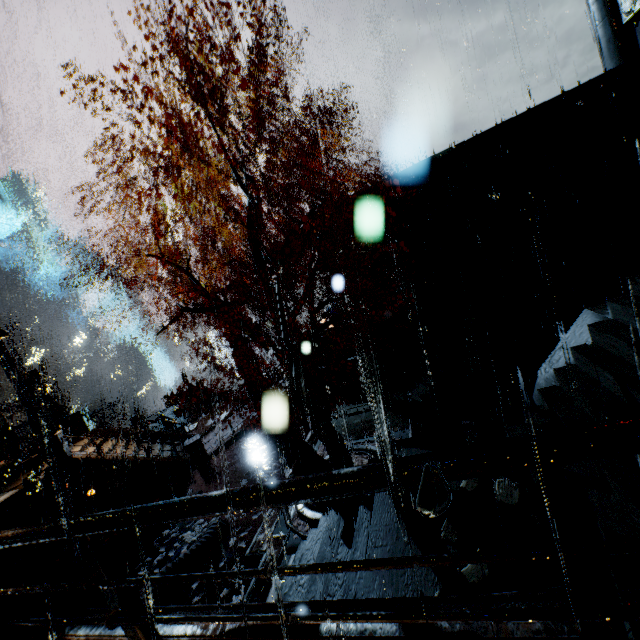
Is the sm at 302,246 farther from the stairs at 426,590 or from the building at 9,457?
the stairs at 426,590

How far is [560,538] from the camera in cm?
163

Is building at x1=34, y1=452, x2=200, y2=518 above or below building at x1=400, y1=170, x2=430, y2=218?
below

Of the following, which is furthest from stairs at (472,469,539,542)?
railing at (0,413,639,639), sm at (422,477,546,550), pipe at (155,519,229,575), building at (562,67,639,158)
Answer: building at (562,67,639,158)

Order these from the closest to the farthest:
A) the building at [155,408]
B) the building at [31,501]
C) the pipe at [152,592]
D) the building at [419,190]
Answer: the pipe at [152,592]
the building at [31,501]
the building at [419,190]
the building at [155,408]

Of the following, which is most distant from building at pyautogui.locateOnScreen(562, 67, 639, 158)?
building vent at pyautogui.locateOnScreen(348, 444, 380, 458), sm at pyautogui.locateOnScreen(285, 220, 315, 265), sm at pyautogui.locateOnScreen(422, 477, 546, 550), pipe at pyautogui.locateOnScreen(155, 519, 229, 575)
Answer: pipe at pyautogui.locateOnScreen(155, 519, 229, 575)

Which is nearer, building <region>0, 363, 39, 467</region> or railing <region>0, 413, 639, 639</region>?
railing <region>0, 413, 639, 639</region>

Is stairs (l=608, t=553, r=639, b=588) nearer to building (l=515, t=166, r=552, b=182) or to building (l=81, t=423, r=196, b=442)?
building (l=81, t=423, r=196, b=442)
